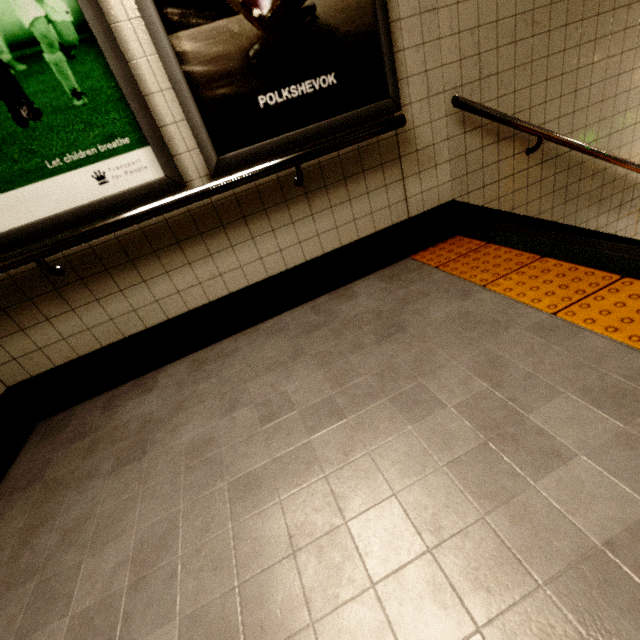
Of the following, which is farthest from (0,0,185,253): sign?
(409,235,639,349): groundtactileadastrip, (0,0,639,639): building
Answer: (409,235,639,349): groundtactileadastrip

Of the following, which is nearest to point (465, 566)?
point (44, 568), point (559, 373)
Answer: point (559, 373)

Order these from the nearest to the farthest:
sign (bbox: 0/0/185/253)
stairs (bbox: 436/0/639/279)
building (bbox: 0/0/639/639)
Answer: building (bbox: 0/0/639/639)
sign (bbox: 0/0/185/253)
stairs (bbox: 436/0/639/279)

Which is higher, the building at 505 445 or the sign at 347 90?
the sign at 347 90

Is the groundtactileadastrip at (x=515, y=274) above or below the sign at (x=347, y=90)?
below

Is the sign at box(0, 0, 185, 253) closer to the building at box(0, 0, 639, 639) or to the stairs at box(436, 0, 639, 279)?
the building at box(0, 0, 639, 639)

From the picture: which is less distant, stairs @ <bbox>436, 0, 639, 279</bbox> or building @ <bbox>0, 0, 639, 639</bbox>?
building @ <bbox>0, 0, 639, 639</bbox>

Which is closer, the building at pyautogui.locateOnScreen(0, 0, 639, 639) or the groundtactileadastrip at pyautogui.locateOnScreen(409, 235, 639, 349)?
the building at pyautogui.locateOnScreen(0, 0, 639, 639)
